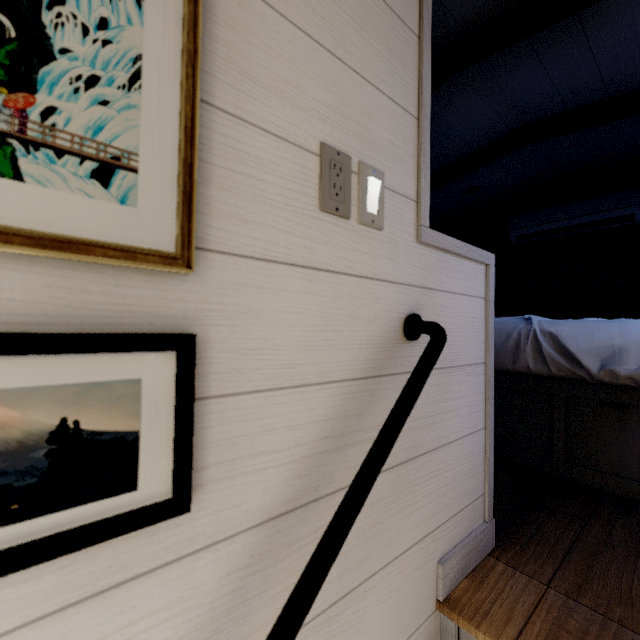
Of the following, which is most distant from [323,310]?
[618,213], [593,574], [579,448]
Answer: [618,213]

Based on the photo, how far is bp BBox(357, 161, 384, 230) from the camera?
0.7m

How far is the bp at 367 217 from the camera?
0.7m
